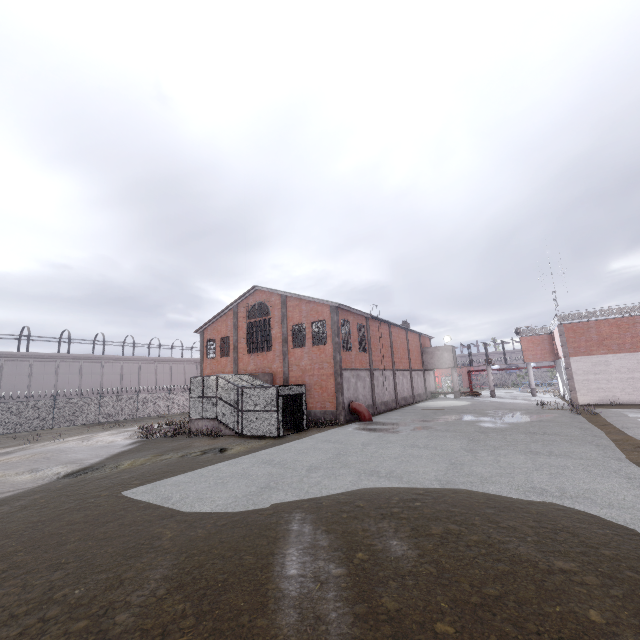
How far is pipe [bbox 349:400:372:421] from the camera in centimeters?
2395cm

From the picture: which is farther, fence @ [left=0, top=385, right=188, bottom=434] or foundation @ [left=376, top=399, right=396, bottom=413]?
foundation @ [left=376, top=399, right=396, bottom=413]

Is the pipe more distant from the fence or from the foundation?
the fence

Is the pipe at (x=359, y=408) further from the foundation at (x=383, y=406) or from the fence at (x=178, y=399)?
the fence at (x=178, y=399)

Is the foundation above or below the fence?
below

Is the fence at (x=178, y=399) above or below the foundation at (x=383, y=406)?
above

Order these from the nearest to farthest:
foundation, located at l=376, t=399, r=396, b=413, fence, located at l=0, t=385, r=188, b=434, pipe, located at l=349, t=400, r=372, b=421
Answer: pipe, located at l=349, t=400, r=372, b=421 < fence, located at l=0, t=385, r=188, b=434 < foundation, located at l=376, t=399, r=396, b=413

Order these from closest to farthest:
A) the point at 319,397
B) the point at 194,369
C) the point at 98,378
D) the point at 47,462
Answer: the point at 47,462 < the point at 319,397 < the point at 98,378 < the point at 194,369
